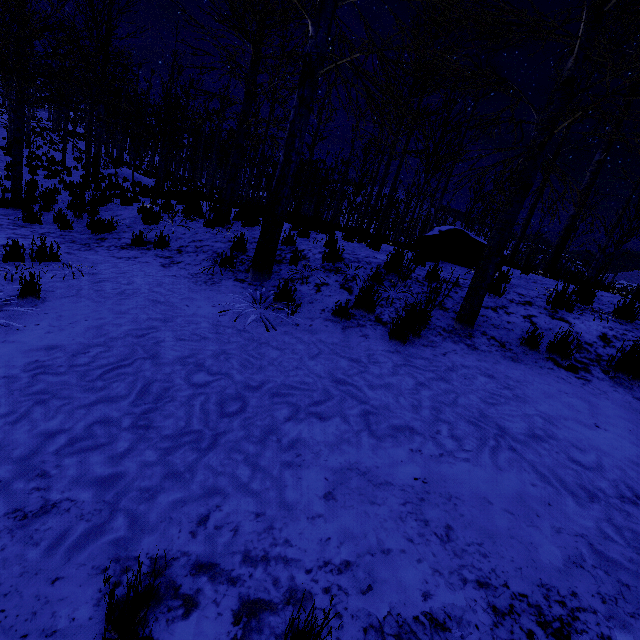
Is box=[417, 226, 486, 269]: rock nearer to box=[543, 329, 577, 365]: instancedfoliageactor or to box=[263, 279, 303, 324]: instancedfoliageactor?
box=[263, 279, 303, 324]: instancedfoliageactor

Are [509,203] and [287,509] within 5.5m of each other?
yes

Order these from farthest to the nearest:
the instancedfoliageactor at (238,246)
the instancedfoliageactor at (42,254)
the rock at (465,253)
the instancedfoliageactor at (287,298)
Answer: the rock at (465,253), the instancedfoliageactor at (238,246), the instancedfoliageactor at (42,254), the instancedfoliageactor at (287,298)

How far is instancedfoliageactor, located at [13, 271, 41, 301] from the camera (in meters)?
3.43

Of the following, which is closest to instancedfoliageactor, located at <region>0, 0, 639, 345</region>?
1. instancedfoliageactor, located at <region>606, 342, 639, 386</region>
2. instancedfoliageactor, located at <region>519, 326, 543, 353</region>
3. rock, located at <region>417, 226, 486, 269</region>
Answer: rock, located at <region>417, 226, 486, 269</region>

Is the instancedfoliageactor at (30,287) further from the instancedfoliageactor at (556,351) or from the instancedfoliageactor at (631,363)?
the instancedfoliageactor at (631,363)

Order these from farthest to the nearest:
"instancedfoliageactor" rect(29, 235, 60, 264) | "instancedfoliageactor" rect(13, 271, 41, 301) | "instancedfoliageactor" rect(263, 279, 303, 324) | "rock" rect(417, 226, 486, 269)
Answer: "rock" rect(417, 226, 486, 269) → "instancedfoliageactor" rect(29, 235, 60, 264) → "instancedfoliageactor" rect(263, 279, 303, 324) → "instancedfoliageactor" rect(13, 271, 41, 301)
